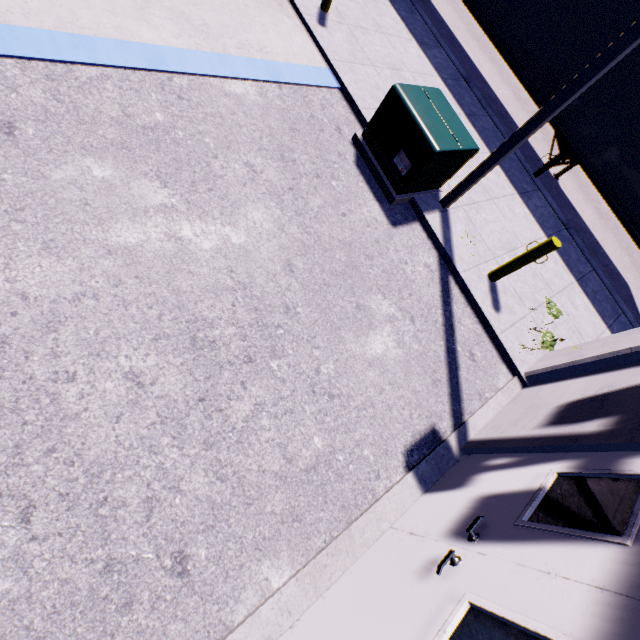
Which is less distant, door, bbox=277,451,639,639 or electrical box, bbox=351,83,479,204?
door, bbox=277,451,639,639

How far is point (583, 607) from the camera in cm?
182

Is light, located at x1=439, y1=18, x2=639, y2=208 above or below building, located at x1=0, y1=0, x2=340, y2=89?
above

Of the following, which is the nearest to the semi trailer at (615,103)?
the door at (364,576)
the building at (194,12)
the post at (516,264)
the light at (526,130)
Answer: the building at (194,12)

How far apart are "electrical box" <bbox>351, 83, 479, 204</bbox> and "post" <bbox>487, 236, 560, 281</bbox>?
1.83m

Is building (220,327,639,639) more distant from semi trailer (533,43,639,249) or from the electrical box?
the electrical box

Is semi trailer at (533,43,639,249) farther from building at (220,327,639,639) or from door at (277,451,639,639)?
door at (277,451,639,639)

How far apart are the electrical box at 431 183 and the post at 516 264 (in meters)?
1.83
